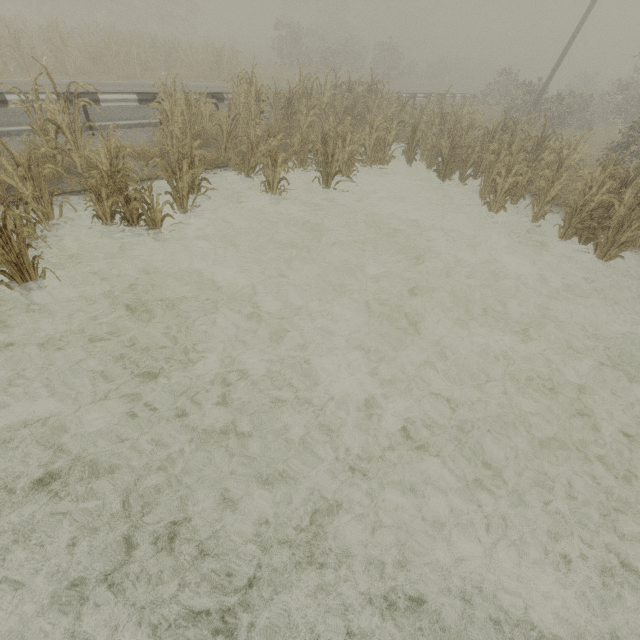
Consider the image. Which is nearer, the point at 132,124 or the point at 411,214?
the point at 411,214

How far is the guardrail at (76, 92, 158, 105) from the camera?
8.5m

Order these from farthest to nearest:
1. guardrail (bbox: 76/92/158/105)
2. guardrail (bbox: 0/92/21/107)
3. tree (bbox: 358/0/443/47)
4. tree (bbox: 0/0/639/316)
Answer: tree (bbox: 358/0/443/47) < guardrail (bbox: 76/92/158/105) < guardrail (bbox: 0/92/21/107) < tree (bbox: 0/0/639/316)

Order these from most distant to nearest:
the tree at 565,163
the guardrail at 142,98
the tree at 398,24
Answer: the tree at 398,24, the guardrail at 142,98, the tree at 565,163

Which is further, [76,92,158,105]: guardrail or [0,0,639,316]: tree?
[76,92,158,105]: guardrail

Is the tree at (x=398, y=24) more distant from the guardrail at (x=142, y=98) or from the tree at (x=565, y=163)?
the guardrail at (x=142, y=98)

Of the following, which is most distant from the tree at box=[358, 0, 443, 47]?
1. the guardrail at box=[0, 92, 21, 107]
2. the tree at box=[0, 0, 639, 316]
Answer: the guardrail at box=[0, 92, 21, 107]

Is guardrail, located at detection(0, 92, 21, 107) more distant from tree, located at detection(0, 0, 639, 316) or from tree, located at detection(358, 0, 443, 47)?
tree, located at detection(358, 0, 443, 47)
